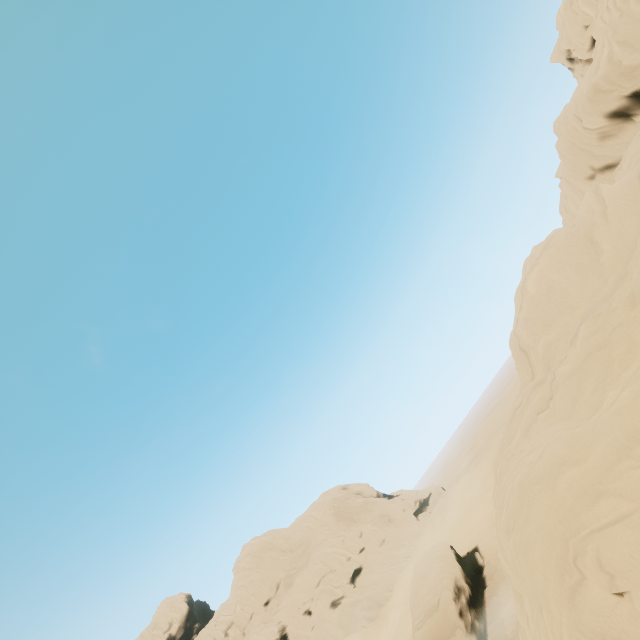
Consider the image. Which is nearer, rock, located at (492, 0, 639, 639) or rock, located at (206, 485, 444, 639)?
rock, located at (492, 0, 639, 639)

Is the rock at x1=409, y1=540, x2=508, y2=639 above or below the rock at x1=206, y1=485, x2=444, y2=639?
below

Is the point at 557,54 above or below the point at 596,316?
above

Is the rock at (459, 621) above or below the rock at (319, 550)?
below

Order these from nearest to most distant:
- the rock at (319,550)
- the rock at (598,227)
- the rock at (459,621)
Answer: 1. the rock at (598,227)
2. the rock at (459,621)
3. the rock at (319,550)

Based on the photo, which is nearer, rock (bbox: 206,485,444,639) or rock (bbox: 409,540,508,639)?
rock (bbox: 409,540,508,639)

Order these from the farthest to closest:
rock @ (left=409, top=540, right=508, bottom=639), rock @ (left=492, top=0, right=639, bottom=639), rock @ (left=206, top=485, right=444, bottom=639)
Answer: rock @ (left=206, top=485, right=444, bottom=639) < rock @ (left=409, top=540, right=508, bottom=639) < rock @ (left=492, top=0, right=639, bottom=639)
